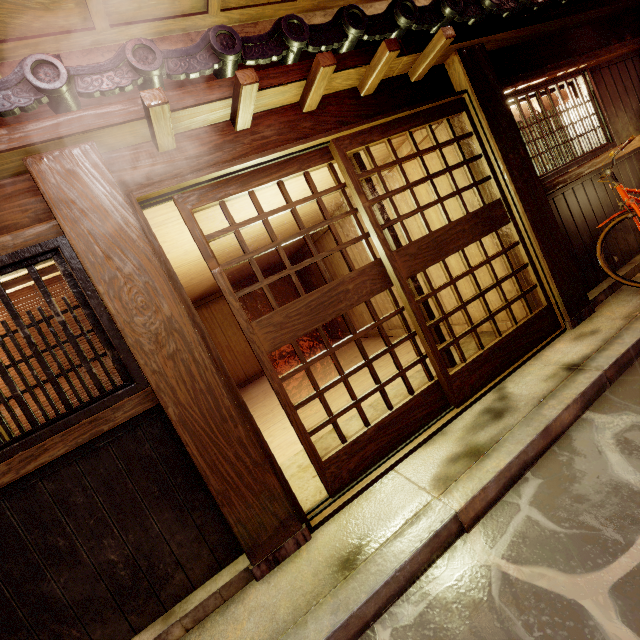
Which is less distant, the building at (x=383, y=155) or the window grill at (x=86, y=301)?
the window grill at (x=86, y=301)

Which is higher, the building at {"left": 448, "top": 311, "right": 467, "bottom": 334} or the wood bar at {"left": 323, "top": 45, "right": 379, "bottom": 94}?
the wood bar at {"left": 323, "top": 45, "right": 379, "bottom": 94}

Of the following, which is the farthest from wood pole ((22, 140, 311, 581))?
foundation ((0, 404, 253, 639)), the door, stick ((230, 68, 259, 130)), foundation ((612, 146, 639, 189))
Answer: foundation ((612, 146, 639, 189))

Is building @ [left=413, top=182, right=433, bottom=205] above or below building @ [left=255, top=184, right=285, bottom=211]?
below

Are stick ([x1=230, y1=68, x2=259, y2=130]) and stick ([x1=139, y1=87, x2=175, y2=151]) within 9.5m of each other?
yes

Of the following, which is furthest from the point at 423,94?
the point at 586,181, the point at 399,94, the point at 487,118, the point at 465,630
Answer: the point at 465,630

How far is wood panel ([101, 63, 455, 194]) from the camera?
4.32m

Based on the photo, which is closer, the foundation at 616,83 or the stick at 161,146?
the stick at 161,146
